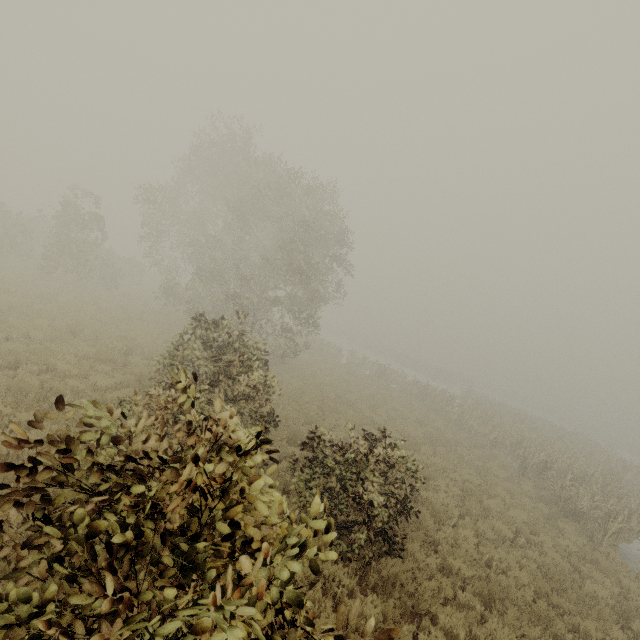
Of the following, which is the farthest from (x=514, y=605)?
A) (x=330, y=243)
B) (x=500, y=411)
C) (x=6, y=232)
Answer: (x=6, y=232)

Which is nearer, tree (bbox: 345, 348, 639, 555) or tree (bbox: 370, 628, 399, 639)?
tree (bbox: 370, 628, 399, 639)

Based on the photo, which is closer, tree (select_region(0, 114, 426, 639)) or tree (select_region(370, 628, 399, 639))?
tree (select_region(370, 628, 399, 639))

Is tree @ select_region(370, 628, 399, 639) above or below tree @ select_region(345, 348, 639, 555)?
above

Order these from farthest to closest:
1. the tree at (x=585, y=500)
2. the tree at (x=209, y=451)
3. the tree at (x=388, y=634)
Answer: the tree at (x=585, y=500) → the tree at (x=209, y=451) → the tree at (x=388, y=634)

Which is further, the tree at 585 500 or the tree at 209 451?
the tree at 585 500

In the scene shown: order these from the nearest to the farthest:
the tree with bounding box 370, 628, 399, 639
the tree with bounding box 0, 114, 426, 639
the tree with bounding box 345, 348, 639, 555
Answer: the tree with bounding box 370, 628, 399, 639 < the tree with bounding box 0, 114, 426, 639 < the tree with bounding box 345, 348, 639, 555
